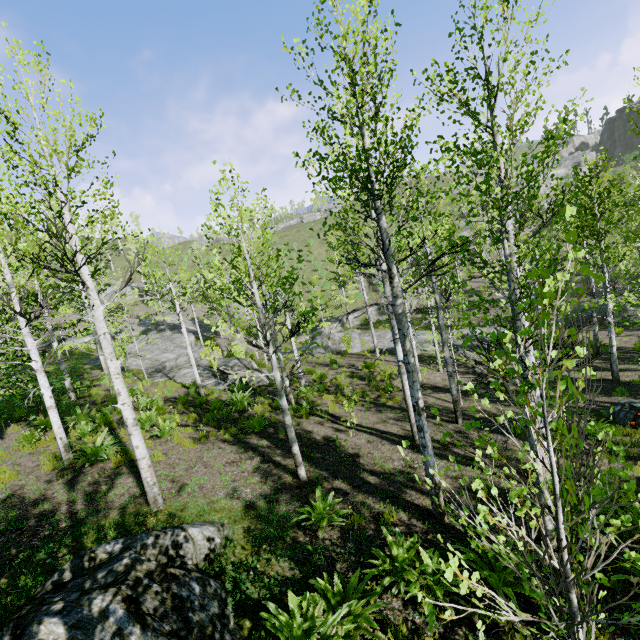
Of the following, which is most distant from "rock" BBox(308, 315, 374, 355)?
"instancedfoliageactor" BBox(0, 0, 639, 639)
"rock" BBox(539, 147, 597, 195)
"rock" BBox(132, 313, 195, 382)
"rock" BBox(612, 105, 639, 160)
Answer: "rock" BBox(612, 105, 639, 160)

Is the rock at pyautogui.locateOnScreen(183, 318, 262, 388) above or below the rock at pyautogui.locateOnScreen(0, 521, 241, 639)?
below

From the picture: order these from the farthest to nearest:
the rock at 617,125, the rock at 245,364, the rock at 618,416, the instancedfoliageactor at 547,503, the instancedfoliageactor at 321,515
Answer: the rock at 617,125, the rock at 245,364, the rock at 618,416, the instancedfoliageactor at 321,515, the instancedfoliageactor at 547,503

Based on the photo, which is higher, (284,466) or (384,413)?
(284,466)

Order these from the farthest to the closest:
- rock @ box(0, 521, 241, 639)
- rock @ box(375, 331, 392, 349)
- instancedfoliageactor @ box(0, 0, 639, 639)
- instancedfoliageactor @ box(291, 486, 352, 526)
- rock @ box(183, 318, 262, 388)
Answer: rock @ box(375, 331, 392, 349) → rock @ box(183, 318, 262, 388) → instancedfoliageactor @ box(291, 486, 352, 526) → rock @ box(0, 521, 241, 639) → instancedfoliageactor @ box(0, 0, 639, 639)

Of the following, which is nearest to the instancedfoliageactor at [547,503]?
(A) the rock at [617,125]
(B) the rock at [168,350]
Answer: (B) the rock at [168,350]

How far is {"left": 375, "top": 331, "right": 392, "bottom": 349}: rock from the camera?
25.0 meters

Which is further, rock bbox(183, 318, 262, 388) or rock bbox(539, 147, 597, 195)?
rock bbox(539, 147, 597, 195)
